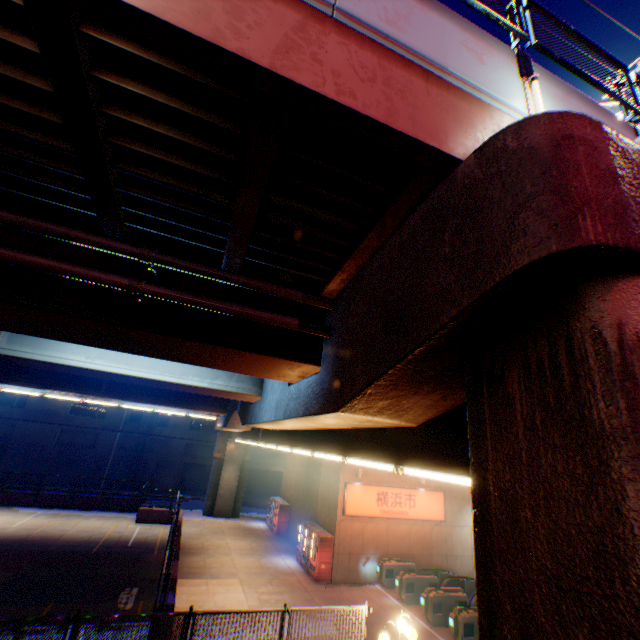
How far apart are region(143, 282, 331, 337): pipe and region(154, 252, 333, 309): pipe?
0.3m

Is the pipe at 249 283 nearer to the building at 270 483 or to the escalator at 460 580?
the escalator at 460 580

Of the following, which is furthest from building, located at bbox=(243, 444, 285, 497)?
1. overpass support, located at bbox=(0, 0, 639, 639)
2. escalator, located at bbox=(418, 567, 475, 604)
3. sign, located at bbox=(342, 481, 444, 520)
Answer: escalator, located at bbox=(418, 567, 475, 604)

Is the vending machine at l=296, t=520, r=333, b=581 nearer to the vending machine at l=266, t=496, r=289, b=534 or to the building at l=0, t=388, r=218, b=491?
the vending machine at l=266, t=496, r=289, b=534

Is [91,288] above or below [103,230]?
below

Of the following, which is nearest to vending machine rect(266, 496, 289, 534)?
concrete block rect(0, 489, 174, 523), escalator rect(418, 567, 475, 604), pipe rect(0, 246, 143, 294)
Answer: concrete block rect(0, 489, 174, 523)

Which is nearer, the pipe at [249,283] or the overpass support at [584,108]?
the overpass support at [584,108]

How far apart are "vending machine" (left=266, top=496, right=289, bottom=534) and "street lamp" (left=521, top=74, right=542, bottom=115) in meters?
26.7 m
